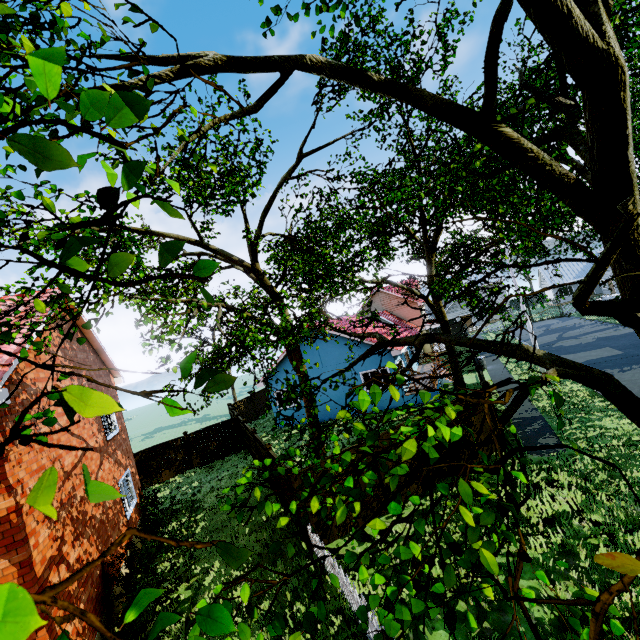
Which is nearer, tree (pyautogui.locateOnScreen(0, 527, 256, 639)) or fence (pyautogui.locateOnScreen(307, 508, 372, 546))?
tree (pyautogui.locateOnScreen(0, 527, 256, 639))

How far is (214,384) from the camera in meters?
1.4

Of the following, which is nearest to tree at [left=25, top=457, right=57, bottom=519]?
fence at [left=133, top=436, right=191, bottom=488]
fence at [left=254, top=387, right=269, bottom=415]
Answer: fence at [left=254, top=387, right=269, bottom=415]

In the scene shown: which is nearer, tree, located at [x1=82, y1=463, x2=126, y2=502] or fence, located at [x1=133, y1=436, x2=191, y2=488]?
tree, located at [x1=82, y1=463, x2=126, y2=502]

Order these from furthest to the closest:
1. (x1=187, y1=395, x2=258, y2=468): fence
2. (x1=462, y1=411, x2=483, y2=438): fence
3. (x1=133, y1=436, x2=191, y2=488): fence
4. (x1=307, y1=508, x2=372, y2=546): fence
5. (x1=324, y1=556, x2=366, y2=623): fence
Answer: (x1=187, y1=395, x2=258, y2=468): fence → (x1=133, y1=436, x2=191, y2=488): fence → (x1=462, y1=411, x2=483, y2=438): fence → (x1=307, y1=508, x2=372, y2=546): fence → (x1=324, y1=556, x2=366, y2=623): fence

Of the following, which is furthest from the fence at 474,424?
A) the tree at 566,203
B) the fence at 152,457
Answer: the tree at 566,203
